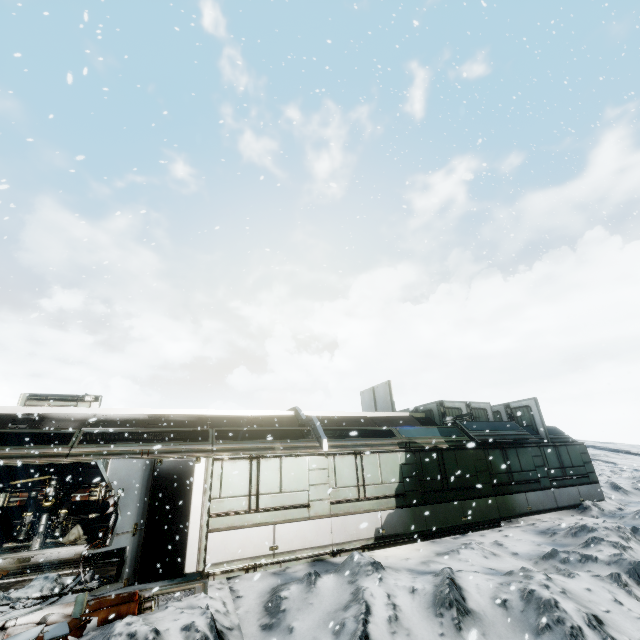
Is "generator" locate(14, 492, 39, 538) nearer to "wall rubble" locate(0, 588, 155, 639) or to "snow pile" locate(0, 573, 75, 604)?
"snow pile" locate(0, 573, 75, 604)

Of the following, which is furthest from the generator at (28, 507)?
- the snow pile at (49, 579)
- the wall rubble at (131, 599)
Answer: the wall rubble at (131, 599)

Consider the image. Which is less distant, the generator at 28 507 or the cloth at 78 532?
the generator at 28 507

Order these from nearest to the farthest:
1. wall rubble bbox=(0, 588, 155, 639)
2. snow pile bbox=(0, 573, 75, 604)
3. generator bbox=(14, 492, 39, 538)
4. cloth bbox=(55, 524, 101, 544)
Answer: wall rubble bbox=(0, 588, 155, 639) → snow pile bbox=(0, 573, 75, 604) → generator bbox=(14, 492, 39, 538) → cloth bbox=(55, 524, 101, 544)

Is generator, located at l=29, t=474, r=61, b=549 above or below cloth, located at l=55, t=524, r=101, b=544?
above

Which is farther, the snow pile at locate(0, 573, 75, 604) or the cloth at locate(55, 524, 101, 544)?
the cloth at locate(55, 524, 101, 544)

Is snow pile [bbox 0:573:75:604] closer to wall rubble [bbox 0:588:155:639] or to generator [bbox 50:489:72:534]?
wall rubble [bbox 0:588:155:639]

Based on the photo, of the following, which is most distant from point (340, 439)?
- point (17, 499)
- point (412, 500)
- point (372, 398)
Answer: point (17, 499)
